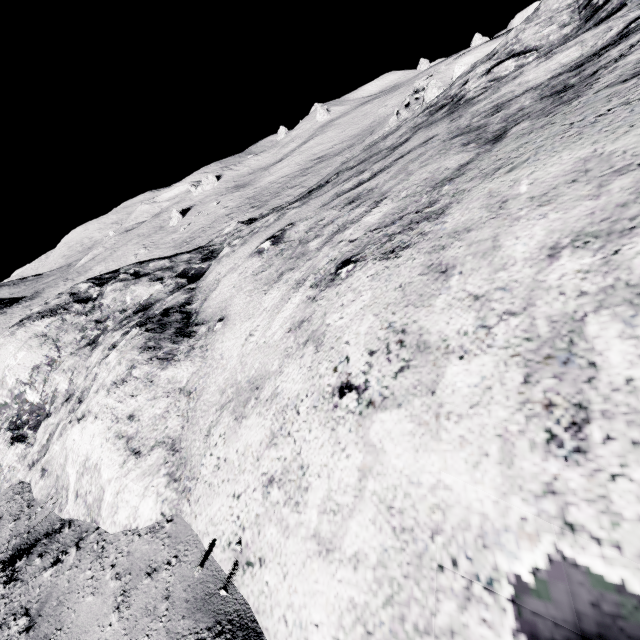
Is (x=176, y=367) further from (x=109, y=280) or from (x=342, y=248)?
(x=109, y=280)
